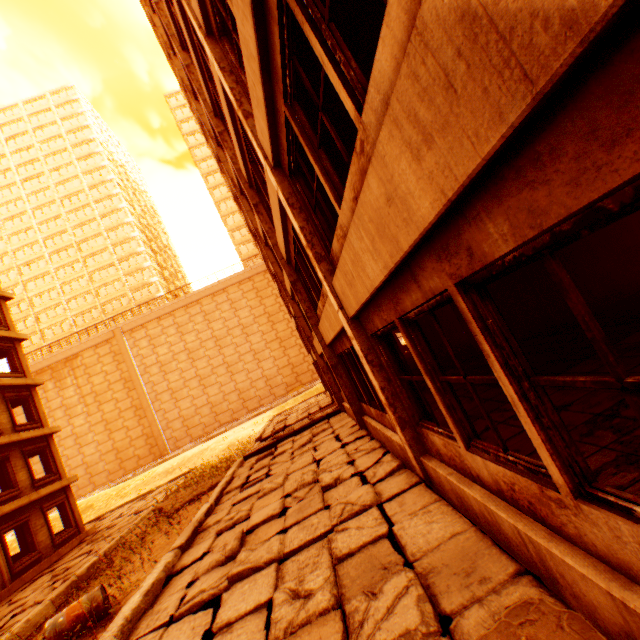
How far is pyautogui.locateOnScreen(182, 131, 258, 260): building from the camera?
56.97m

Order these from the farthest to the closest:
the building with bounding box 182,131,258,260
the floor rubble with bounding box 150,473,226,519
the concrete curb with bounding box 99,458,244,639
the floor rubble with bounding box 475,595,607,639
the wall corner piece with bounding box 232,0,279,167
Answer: the building with bounding box 182,131,258,260
the floor rubble with bounding box 150,473,226,519
the concrete curb with bounding box 99,458,244,639
the wall corner piece with bounding box 232,0,279,167
the floor rubble with bounding box 475,595,607,639

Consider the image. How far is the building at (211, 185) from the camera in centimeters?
5697cm

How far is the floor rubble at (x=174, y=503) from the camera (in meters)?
12.76

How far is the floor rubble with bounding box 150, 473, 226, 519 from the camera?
12.8m

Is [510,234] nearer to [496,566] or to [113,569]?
[496,566]

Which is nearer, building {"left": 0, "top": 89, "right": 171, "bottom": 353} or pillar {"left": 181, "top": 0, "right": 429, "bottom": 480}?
pillar {"left": 181, "top": 0, "right": 429, "bottom": 480}

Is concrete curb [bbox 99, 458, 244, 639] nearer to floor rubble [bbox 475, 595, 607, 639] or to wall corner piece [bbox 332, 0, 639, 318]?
floor rubble [bbox 475, 595, 607, 639]
